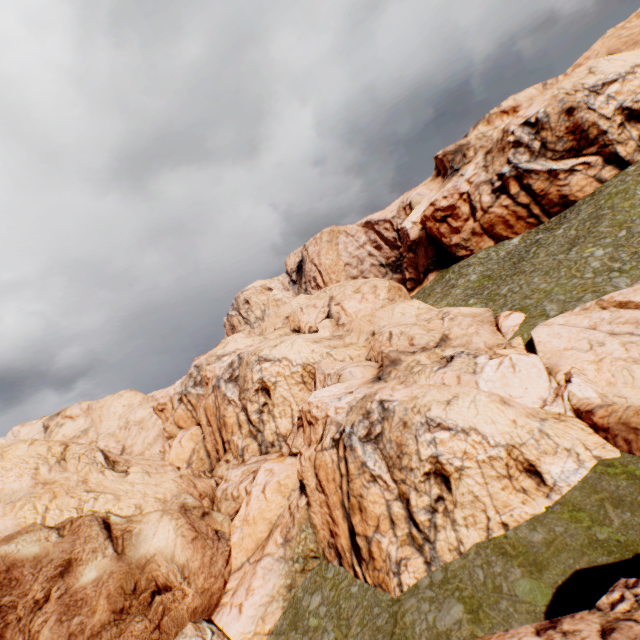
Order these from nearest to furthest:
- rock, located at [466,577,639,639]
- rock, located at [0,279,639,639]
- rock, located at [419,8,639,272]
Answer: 1. rock, located at [466,577,639,639]
2. rock, located at [0,279,639,639]
3. rock, located at [419,8,639,272]

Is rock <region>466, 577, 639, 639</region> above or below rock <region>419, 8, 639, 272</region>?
below

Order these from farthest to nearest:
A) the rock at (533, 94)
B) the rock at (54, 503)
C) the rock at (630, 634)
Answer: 1. the rock at (533, 94)
2. the rock at (54, 503)
3. the rock at (630, 634)

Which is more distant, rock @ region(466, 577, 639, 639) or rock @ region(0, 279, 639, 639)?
rock @ region(0, 279, 639, 639)

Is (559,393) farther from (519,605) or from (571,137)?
(571,137)

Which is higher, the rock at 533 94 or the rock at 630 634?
the rock at 533 94
